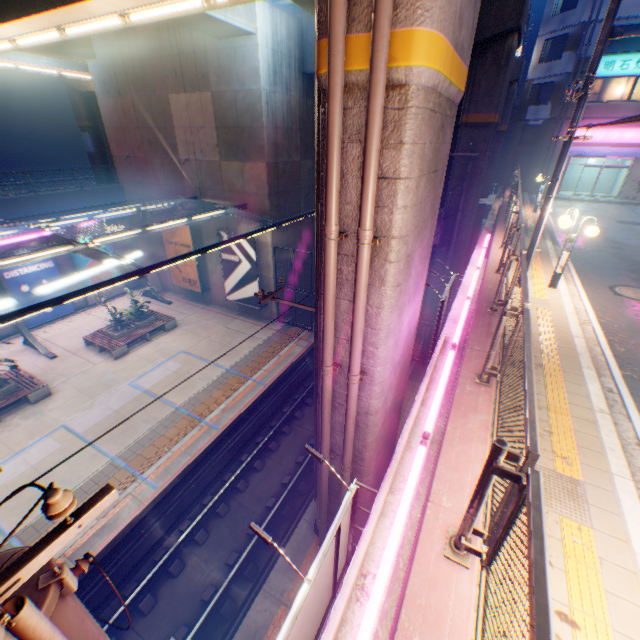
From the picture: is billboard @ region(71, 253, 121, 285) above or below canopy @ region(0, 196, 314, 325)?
below

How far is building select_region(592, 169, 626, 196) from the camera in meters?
27.8

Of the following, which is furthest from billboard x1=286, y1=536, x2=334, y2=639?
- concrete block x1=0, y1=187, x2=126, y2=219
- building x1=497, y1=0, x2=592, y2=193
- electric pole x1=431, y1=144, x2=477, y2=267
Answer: concrete block x1=0, y1=187, x2=126, y2=219

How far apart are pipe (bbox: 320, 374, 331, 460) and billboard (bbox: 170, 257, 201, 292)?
16.25m

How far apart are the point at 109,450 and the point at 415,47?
14.38m

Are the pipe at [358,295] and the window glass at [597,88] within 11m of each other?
no

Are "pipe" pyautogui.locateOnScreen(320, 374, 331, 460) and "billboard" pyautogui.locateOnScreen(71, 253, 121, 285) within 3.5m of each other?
no

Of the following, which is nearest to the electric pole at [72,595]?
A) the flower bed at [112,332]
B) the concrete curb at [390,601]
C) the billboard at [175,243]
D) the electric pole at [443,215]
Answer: the concrete curb at [390,601]
